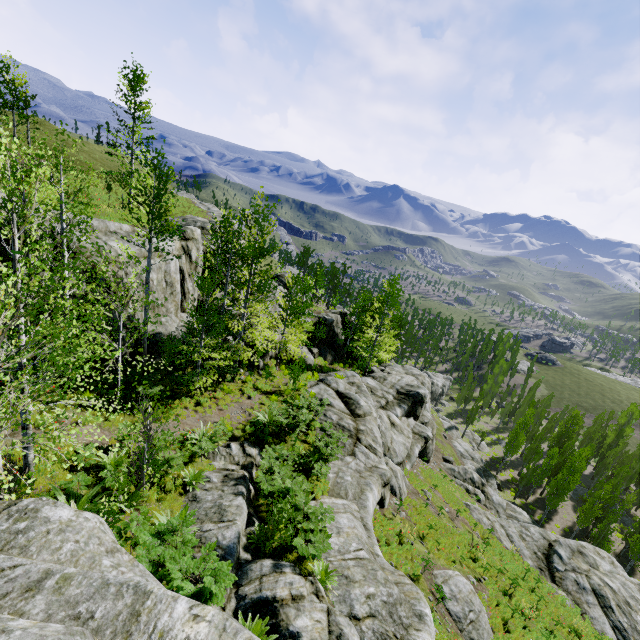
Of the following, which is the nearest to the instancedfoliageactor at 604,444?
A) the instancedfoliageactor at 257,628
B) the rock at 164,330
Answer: the rock at 164,330

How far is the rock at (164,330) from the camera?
17.92m

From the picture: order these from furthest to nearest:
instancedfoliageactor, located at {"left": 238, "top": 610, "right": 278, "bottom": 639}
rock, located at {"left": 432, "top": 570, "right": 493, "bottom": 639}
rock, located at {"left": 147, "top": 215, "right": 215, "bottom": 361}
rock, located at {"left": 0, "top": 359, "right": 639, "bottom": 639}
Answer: rock, located at {"left": 147, "top": 215, "right": 215, "bottom": 361} < rock, located at {"left": 432, "top": 570, "right": 493, "bottom": 639} < instancedfoliageactor, located at {"left": 238, "top": 610, "right": 278, "bottom": 639} < rock, located at {"left": 0, "top": 359, "right": 639, "bottom": 639}

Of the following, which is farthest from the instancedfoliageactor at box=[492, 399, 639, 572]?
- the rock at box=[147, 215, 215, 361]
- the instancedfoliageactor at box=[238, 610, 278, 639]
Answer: the instancedfoliageactor at box=[238, 610, 278, 639]

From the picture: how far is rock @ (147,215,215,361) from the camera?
17.92m

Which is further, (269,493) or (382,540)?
(382,540)
